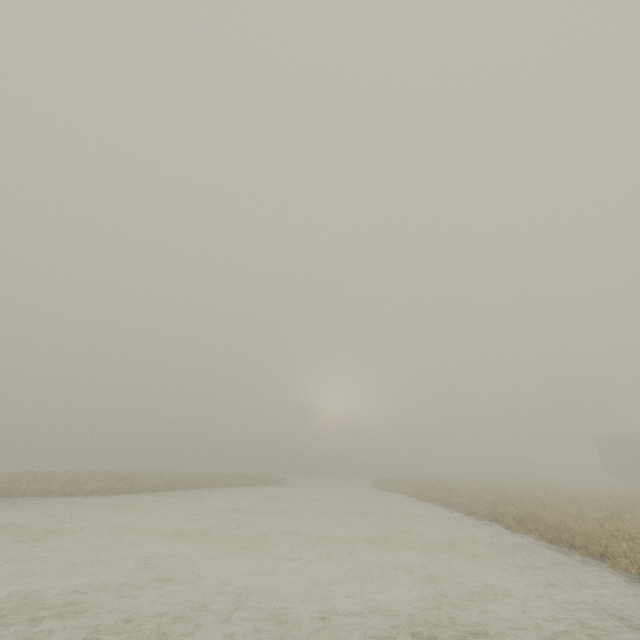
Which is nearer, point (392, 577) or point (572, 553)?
point (392, 577)
